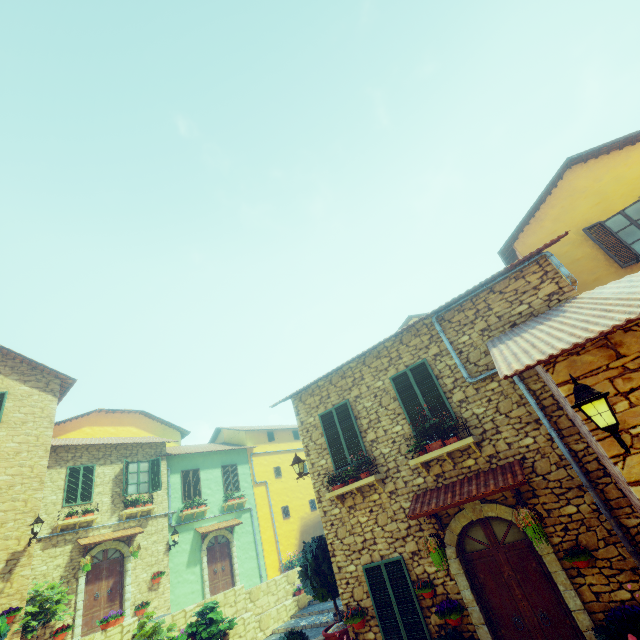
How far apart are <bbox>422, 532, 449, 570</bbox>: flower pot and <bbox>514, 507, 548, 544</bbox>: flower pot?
1.4 meters

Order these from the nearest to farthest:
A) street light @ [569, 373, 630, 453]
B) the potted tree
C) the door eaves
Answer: street light @ [569, 373, 630, 453] → the door eaves → the potted tree

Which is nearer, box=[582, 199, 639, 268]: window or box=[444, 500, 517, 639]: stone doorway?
box=[444, 500, 517, 639]: stone doorway

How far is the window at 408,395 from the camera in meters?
7.6

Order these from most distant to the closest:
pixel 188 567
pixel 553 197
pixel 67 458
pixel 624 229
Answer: pixel 188 567
pixel 67 458
pixel 553 197
pixel 624 229

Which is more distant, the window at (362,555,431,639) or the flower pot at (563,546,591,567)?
the window at (362,555,431,639)

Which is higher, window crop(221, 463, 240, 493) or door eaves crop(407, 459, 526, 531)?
window crop(221, 463, 240, 493)

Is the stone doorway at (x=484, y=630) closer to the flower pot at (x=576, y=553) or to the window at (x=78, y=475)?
the flower pot at (x=576, y=553)
